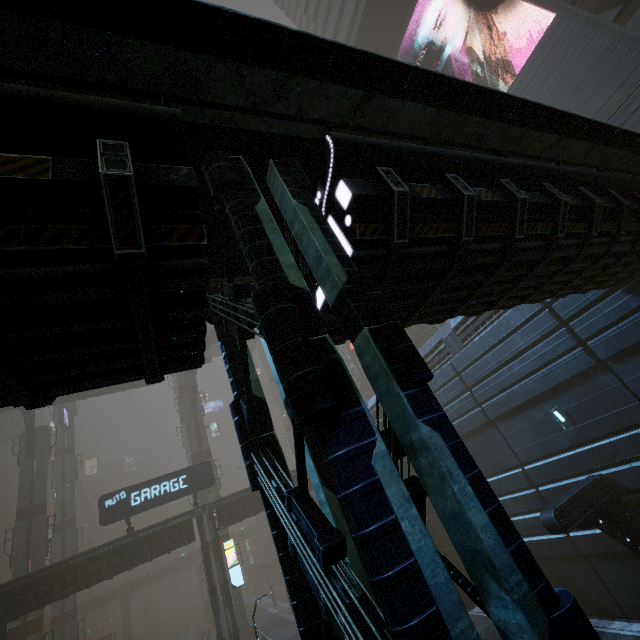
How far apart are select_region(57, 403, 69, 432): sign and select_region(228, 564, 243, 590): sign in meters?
30.2 m

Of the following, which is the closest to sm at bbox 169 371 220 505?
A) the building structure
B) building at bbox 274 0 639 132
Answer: building at bbox 274 0 639 132

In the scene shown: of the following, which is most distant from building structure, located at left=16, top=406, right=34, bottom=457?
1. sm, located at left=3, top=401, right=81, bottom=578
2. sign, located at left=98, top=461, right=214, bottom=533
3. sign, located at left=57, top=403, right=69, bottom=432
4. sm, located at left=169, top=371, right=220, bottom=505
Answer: sign, located at left=98, top=461, right=214, bottom=533

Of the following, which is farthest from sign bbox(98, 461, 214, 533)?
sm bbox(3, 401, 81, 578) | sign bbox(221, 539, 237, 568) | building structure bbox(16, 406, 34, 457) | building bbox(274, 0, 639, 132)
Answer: building structure bbox(16, 406, 34, 457)

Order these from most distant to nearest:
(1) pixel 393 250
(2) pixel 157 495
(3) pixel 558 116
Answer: (2) pixel 157 495 → (3) pixel 558 116 → (1) pixel 393 250

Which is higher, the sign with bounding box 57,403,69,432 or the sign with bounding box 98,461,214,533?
the sign with bounding box 57,403,69,432

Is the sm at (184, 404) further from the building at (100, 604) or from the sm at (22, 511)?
the sm at (22, 511)

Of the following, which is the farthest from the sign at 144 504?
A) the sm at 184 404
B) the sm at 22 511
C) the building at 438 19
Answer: the sm at 22 511
